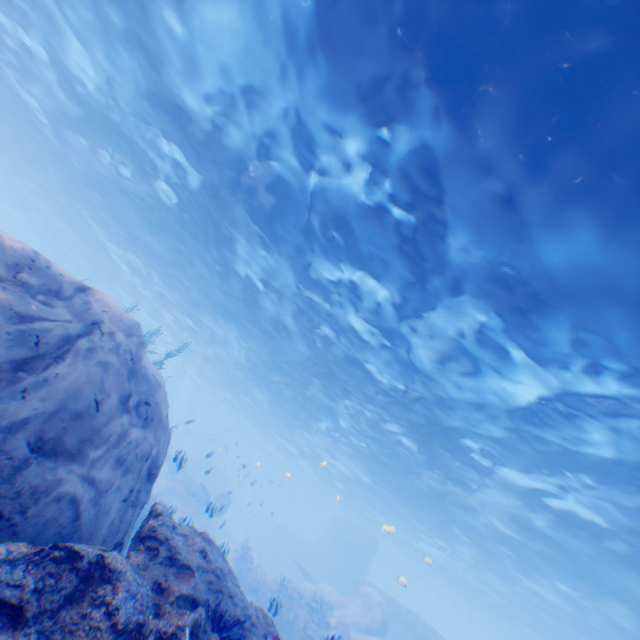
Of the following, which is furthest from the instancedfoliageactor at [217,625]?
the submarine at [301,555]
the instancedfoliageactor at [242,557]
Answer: the instancedfoliageactor at [242,557]

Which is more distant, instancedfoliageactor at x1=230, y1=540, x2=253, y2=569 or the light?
instancedfoliageactor at x1=230, y1=540, x2=253, y2=569

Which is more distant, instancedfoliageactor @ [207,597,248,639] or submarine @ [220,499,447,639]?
submarine @ [220,499,447,639]

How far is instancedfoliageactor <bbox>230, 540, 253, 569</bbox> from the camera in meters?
20.9

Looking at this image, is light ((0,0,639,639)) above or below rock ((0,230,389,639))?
above

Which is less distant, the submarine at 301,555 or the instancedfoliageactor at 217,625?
the instancedfoliageactor at 217,625

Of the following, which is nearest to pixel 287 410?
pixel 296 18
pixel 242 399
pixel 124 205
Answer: pixel 242 399

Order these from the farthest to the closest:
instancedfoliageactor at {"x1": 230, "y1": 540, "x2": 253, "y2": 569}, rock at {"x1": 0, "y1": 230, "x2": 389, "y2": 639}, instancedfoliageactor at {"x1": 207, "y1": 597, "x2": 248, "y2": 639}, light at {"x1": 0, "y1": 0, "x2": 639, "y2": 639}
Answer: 1. instancedfoliageactor at {"x1": 230, "y1": 540, "x2": 253, "y2": 569}
2. light at {"x1": 0, "y1": 0, "x2": 639, "y2": 639}
3. instancedfoliageactor at {"x1": 207, "y1": 597, "x2": 248, "y2": 639}
4. rock at {"x1": 0, "y1": 230, "x2": 389, "y2": 639}
